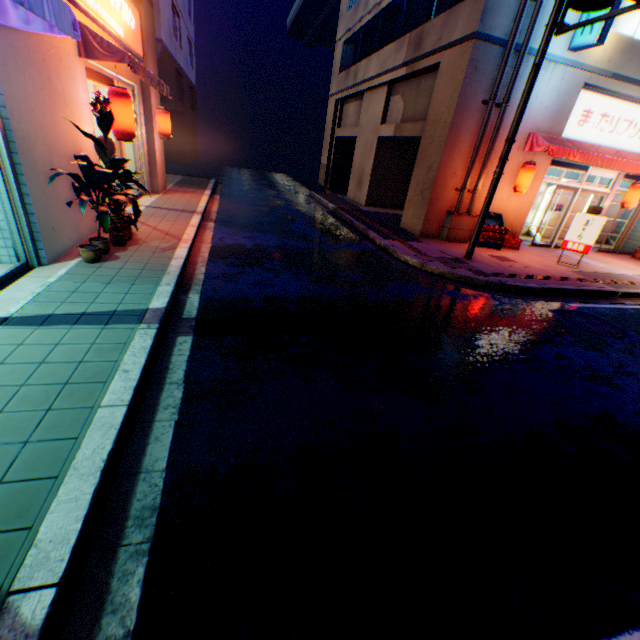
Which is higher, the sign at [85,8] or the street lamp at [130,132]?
the sign at [85,8]

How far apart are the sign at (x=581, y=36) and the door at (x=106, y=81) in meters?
13.1 m

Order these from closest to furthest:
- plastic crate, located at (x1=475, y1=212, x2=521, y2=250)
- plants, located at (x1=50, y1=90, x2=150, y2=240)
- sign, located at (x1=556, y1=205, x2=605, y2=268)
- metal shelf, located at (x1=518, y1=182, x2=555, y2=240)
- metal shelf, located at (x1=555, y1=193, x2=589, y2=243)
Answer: plants, located at (x1=50, y1=90, x2=150, y2=240) → sign, located at (x1=556, y1=205, x2=605, y2=268) → plastic crate, located at (x1=475, y1=212, x2=521, y2=250) → metal shelf, located at (x1=518, y1=182, x2=555, y2=240) → metal shelf, located at (x1=555, y1=193, x2=589, y2=243)

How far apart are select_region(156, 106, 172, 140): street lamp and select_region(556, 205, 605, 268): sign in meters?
13.8

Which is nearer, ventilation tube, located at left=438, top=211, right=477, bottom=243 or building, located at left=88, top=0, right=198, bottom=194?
building, located at left=88, top=0, right=198, bottom=194

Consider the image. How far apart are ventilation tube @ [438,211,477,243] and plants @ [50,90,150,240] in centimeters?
935cm

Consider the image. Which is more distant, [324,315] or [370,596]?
[324,315]

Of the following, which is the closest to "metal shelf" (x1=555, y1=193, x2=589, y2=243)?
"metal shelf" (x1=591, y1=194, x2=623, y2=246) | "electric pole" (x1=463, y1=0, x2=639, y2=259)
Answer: "metal shelf" (x1=591, y1=194, x2=623, y2=246)
